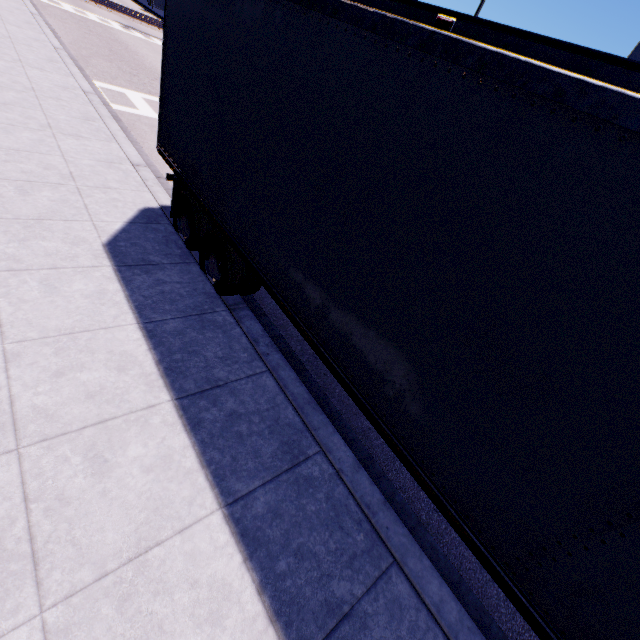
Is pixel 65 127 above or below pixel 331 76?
below
